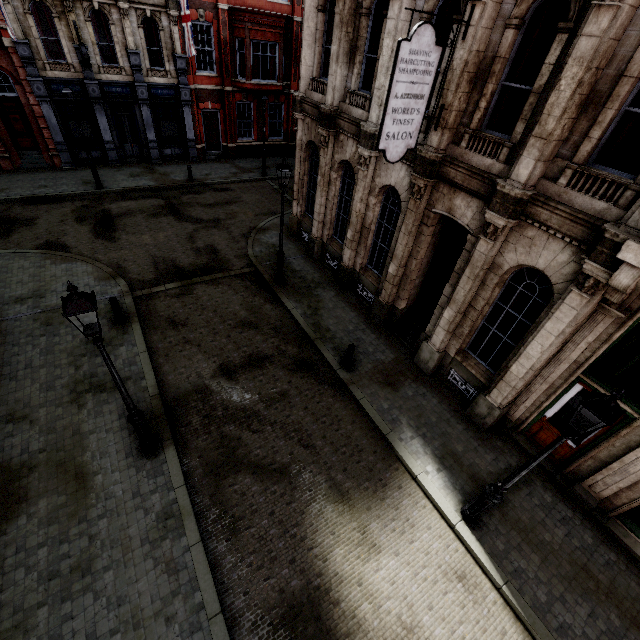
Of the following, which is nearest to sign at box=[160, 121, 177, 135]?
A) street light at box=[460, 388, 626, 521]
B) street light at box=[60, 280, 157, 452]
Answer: street light at box=[60, 280, 157, 452]

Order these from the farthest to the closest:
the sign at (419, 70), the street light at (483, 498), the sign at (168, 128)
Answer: the sign at (168, 128) < the sign at (419, 70) < the street light at (483, 498)

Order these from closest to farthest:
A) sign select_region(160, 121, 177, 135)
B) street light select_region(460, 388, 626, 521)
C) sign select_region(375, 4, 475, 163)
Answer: street light select_region(460, 388, 626, 521)
sign select_region(375, 4, 475, 163)
sign select_region(160, 121, 177, 135)

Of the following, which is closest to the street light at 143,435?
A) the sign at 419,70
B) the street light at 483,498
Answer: the sign at 419,70

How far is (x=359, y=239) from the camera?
12.2m

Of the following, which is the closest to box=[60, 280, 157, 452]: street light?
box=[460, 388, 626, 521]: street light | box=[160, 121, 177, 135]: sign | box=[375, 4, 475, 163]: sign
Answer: box=[375, 4, 475, 163]: sign

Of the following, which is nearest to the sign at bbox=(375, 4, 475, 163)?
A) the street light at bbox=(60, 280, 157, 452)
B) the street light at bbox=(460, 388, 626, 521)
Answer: the street light at bbox=(460, 388, 626, 521)

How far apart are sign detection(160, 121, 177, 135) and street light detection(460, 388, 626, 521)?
25.95m
